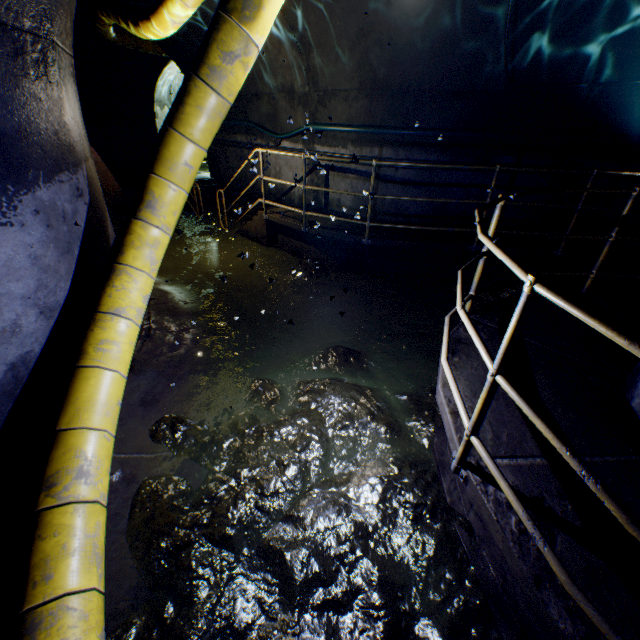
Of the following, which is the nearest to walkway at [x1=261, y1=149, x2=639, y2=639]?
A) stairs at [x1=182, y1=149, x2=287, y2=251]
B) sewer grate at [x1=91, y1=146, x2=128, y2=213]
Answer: stairs at [x1=182, y1=149, x2=287, y2=251]

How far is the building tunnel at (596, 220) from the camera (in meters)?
6.10

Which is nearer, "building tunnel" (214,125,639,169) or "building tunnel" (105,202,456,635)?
"building tunnel" (105,202,456,635)

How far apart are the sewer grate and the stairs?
2.1m

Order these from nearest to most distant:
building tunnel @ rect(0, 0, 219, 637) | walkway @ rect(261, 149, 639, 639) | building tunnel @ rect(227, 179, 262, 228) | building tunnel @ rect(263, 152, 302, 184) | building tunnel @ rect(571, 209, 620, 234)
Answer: walkway @ rect(261, 149, 639, 639) → building tunnel @ rect(0, 0, 219, 637) → building tunnel @ rect(571, 209, 620, 234) → building tunnel @ rect(263, 152, 302, 184) → building tunnel @ rect(227, 179, 262, 228)

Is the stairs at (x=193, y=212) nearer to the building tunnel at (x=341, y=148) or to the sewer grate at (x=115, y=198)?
the building tunnel at (x=341, y=148)

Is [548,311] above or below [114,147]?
below

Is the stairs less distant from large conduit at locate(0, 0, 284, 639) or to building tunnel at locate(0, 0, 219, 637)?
building tunnel at locate(0, 0, 219, 637)
